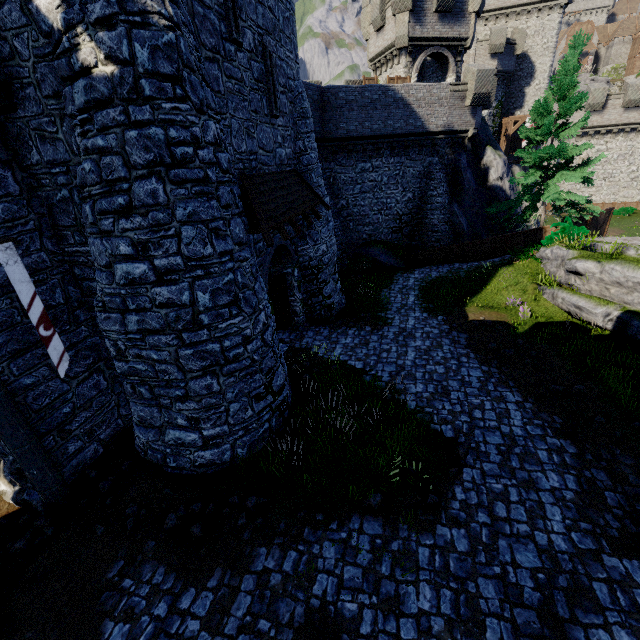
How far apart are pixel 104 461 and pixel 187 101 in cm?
893

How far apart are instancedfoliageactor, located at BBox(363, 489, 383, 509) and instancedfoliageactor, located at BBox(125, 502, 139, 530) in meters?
5.0 m

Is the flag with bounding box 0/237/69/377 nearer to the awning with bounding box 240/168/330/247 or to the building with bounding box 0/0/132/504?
the building with bounding box 0/0/132/504

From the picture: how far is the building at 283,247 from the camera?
10.30m

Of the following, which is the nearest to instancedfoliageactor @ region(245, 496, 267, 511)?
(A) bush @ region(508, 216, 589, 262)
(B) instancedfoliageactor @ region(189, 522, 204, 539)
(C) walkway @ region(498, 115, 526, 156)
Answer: (B) instancedfoliageactor @ region(189, 522, 204, 539)

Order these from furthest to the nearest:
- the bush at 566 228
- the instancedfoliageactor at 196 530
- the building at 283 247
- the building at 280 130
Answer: the bush at 566 228
the building at 283 247
the building at 280 130
the instancedfoliageactor at 196 530

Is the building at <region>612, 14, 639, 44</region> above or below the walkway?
above

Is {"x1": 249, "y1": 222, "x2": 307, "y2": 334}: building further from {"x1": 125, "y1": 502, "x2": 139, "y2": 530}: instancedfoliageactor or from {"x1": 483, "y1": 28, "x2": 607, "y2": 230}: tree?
{"x1": 483, "y1": 28, "x2": 607, "y2": 230}: tree
